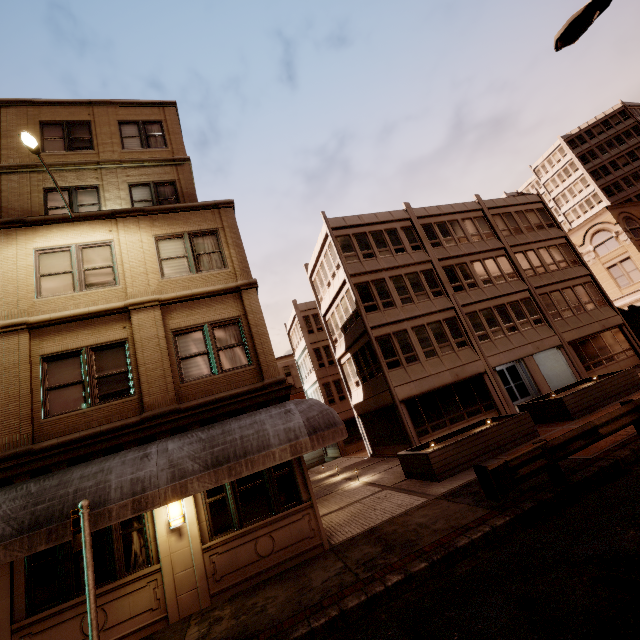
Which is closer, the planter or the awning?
the awning

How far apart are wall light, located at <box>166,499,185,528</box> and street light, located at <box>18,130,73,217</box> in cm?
914

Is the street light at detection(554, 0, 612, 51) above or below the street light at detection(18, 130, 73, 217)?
below

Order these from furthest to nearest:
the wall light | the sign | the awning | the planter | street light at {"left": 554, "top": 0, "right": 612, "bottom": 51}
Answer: the planter
the wall light
street light at {"left": 554, "top": 0, "right": 612, "bottom": 51}
the awning
the sign

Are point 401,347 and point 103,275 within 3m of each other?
no

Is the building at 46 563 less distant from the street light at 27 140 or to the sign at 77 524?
the street light at 27 140

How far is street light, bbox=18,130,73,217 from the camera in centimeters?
835cm

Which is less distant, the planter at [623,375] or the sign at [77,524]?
the sign at [77,524]
